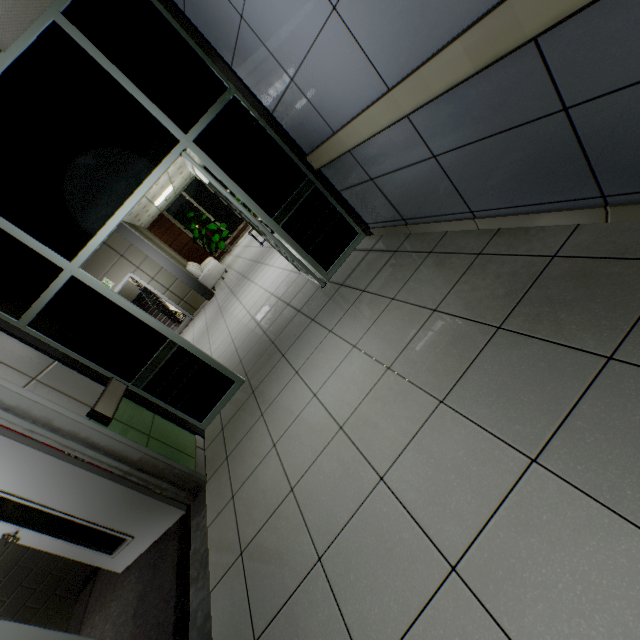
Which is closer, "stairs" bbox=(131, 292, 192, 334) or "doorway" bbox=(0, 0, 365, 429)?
"doorway" bbox=(0, 0, 365, 429)

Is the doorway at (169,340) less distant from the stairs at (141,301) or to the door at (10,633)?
the door at (10,633)

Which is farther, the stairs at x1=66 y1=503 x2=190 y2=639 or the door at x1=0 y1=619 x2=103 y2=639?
the stairs at x1=66 y1=503 x2=190 y2=639

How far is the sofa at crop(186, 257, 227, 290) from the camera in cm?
1027

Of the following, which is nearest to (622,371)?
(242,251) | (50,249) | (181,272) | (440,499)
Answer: (440,499)

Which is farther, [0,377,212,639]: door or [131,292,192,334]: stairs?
[131,292,192,334]: stairs

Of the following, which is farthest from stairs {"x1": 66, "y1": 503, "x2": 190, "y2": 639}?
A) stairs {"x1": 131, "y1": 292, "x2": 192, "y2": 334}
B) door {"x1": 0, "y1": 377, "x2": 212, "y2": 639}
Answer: stairs {"x1": 131, "y1": 292, "x2": 192, "y2": 334}

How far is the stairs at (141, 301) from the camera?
10.8m
